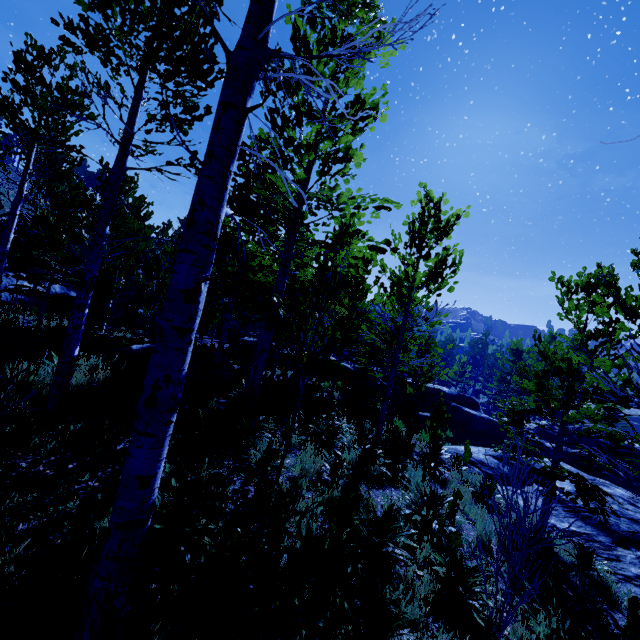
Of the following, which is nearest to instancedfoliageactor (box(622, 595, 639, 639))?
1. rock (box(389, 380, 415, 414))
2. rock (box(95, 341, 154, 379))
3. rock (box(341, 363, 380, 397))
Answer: rock (box(95, 341, 154, 379))

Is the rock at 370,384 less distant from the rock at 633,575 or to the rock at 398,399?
the rock at 398,399

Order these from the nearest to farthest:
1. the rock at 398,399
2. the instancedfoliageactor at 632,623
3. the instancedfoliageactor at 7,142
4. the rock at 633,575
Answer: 1. the instancedfoliageactor at 632,623
2. the rock at 633,575
3. the instancedfoliageactor at 7,142
4. the rock at 398,399

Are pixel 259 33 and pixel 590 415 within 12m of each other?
yes

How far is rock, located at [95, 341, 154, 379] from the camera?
8.4m

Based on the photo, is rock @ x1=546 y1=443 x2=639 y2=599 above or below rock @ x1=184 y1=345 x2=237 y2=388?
below

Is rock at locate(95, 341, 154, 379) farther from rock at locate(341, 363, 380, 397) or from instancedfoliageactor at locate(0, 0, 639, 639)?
rock at locate(341, 363, 380, 397)

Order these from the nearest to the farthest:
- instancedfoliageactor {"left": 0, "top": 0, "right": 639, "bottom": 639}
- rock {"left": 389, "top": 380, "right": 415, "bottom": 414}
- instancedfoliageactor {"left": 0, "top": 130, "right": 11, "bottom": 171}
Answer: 1. instancedfoliageactor {"left": 0, "top": 0, "right": 639, "bottom": 639}
2. instancedfoliageactor {"left": 0, "top": 130, "right": 11, "bottom": 171}
3. rock {"left": 389, "top": 380, "right": 415, "bottom": 414}
